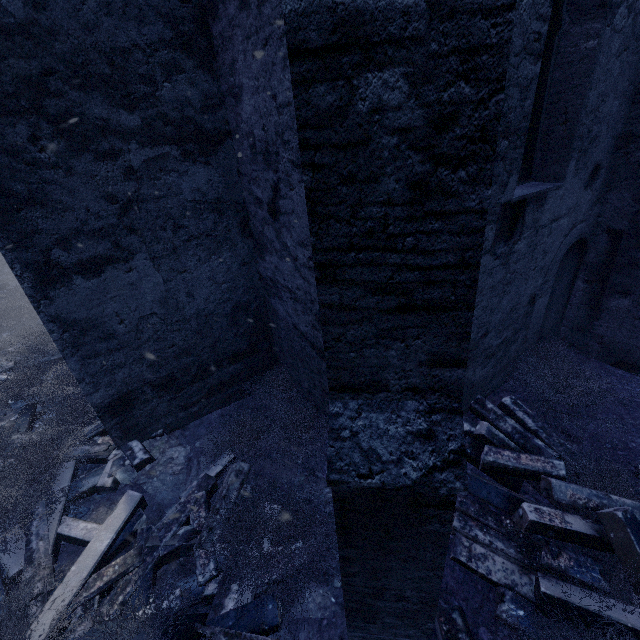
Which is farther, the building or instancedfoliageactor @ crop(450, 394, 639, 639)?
instancedfoliageactor @ crop(450, 394, 639, 639)

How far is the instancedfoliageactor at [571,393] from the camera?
4.1 meters

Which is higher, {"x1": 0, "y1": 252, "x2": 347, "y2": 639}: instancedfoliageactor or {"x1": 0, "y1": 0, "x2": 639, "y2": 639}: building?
{"x1": 0, "y1": 0, "x2": 639, "y2": 639}: building

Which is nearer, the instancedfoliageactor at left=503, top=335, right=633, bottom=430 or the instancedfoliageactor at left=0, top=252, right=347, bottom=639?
the instancedfoliageactor at left=0, top=252, right=347, bottom=639

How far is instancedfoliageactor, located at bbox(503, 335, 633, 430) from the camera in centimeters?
413cm

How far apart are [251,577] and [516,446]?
3.08m

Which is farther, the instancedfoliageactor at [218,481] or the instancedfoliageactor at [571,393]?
the instancedfoliageactor at [571,393]

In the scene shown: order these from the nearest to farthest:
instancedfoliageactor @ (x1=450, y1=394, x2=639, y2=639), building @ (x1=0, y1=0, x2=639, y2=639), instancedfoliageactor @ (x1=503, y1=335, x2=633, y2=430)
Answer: building @ (x1=0, y1=0, x2=639, y2=639) < instancedfoliageactor @ (x1=450, y1=394, x2=639, y2=639) < instancedfoliageactor @ (x1=503, y1=335, x2=633, y2=430)
